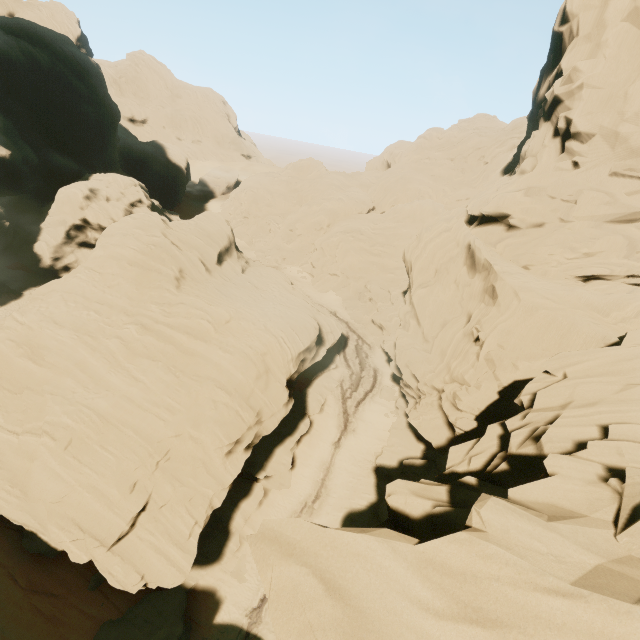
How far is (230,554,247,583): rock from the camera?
22.6 meters

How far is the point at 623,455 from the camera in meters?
6.7 m

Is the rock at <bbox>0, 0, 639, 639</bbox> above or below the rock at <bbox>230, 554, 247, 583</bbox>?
above

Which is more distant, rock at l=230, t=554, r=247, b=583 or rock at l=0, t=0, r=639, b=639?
rock at l=230, t=554, r=247, b=583

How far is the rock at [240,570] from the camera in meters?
22.6

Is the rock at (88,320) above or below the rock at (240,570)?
above
